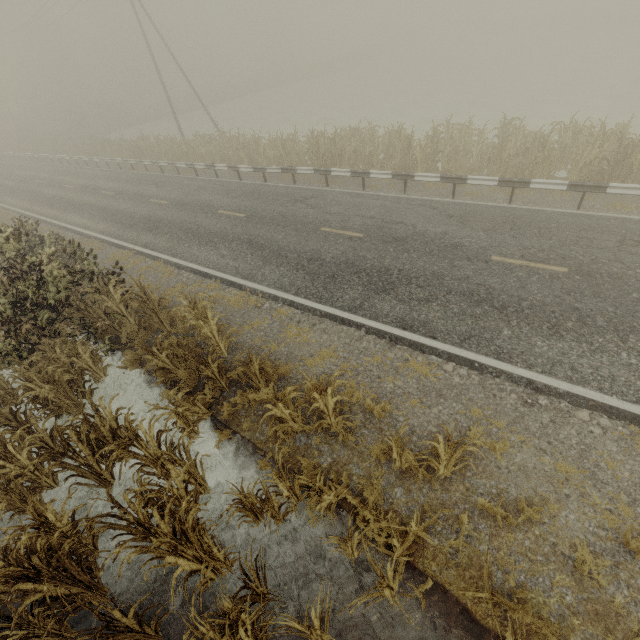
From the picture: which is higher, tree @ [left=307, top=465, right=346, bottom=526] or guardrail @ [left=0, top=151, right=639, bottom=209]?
guardrail @ [left=0, top=151, right=639, bottom=209]

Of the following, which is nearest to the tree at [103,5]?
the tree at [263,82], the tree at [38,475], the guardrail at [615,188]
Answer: the tree at [263,82]

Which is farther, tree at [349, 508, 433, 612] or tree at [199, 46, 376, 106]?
tree at [199, 46, 376, 106]

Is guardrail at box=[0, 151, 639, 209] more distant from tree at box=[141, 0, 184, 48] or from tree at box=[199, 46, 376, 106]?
tree at box=[199, 46, 376, 106]

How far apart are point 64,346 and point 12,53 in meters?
70.1 m

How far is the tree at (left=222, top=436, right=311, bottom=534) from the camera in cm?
470

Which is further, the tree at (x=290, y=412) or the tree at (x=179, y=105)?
the tree at (x=179, y=105)
